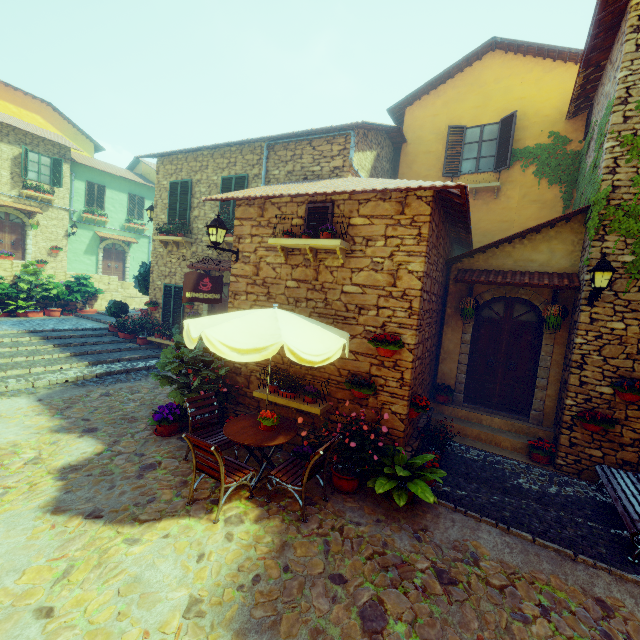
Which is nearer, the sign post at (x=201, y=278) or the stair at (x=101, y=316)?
the sign post at (x=201, y=278)

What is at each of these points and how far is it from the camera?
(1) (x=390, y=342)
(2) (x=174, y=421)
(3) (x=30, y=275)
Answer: (1) flower pot, 5.50m
(2) flower pot, 6.49m
(3) flower pot, 14.40m

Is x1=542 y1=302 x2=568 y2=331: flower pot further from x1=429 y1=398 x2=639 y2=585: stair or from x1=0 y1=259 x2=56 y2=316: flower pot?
x1=0 y1=259 x2=56 y2=316: flower pot

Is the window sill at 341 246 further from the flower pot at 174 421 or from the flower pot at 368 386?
the flower pot at 174 421

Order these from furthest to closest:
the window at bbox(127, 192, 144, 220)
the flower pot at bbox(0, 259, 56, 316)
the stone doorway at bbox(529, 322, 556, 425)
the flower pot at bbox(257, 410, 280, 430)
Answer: the window at bbox(127, 192, 144, 220) → the flower pot at bbox(0, 259, 56, 316) → the stone doorway at bbox(529, 322, 556, 425) → the flower pot at bbox(257, 410, 280, 430)

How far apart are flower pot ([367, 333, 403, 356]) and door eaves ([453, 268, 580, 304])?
3.2m

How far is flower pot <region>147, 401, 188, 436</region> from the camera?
6.4 meters

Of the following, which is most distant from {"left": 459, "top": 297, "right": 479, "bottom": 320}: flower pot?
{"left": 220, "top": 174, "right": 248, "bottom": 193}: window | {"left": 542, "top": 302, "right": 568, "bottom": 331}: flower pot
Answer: {"left": 220, "top": 174, "right": 248, "bottom": 193}: window
